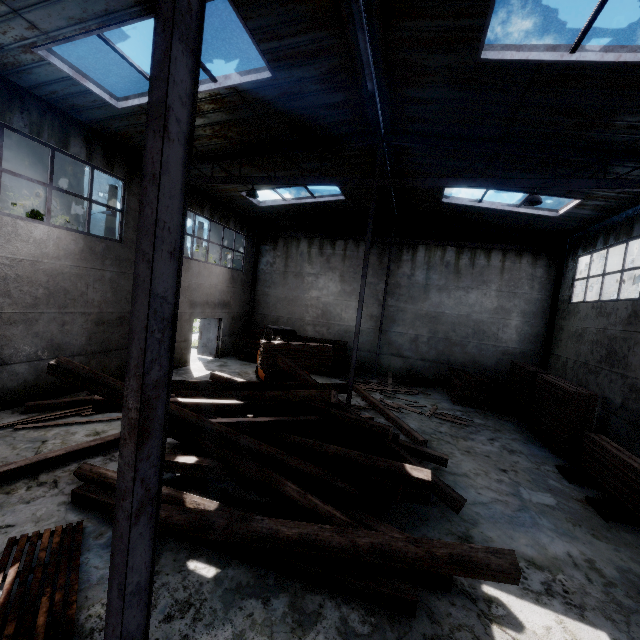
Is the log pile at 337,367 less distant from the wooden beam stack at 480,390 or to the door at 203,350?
the door at 203,350

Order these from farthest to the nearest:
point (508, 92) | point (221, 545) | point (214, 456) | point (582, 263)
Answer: point (582, 263) < point (508, 92) < point (214, 456) < point (221, 545)

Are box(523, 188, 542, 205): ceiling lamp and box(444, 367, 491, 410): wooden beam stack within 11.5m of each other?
yes

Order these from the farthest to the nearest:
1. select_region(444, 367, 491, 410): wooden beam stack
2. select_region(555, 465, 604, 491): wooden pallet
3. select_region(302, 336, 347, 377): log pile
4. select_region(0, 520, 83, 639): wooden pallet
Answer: select_region(302, 336, 347, 377): log pile → select_region(444, 367, 491, 410): wooden beam stack → select_region(555, 465, 604, 491): wooden pallet → select_region(0, 520, 83, 639): wooden pallet

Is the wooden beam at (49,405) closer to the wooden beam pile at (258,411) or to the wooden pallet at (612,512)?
the wooden beam pile at (258,411)

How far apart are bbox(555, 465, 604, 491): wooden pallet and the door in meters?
14.7 m

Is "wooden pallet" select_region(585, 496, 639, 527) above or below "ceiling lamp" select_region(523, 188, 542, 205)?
below

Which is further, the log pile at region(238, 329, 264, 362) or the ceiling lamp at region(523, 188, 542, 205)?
the log pile at region(238, 329, 264, 362)
